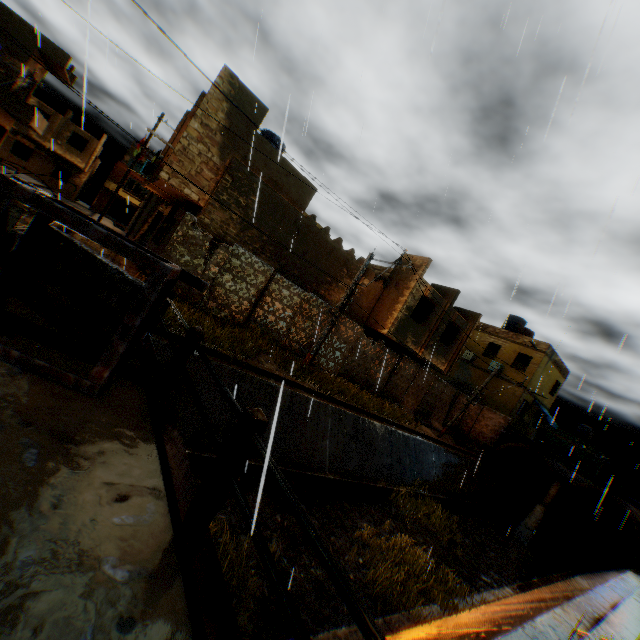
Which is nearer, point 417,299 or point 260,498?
point 260,498

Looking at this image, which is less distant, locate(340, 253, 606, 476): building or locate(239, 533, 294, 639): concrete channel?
locate(239, 533, 294, 639): concrete channel

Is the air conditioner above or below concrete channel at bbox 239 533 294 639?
above

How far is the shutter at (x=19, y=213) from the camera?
4.3 meters

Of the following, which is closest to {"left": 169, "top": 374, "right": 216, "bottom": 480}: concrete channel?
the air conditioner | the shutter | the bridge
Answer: the bridge

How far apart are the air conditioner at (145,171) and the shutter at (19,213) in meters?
14.1

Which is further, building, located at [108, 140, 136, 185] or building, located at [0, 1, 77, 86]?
building, located at [108, 140, 136, 185]

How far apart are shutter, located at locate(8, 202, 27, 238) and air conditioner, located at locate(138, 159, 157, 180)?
14.1 meters
